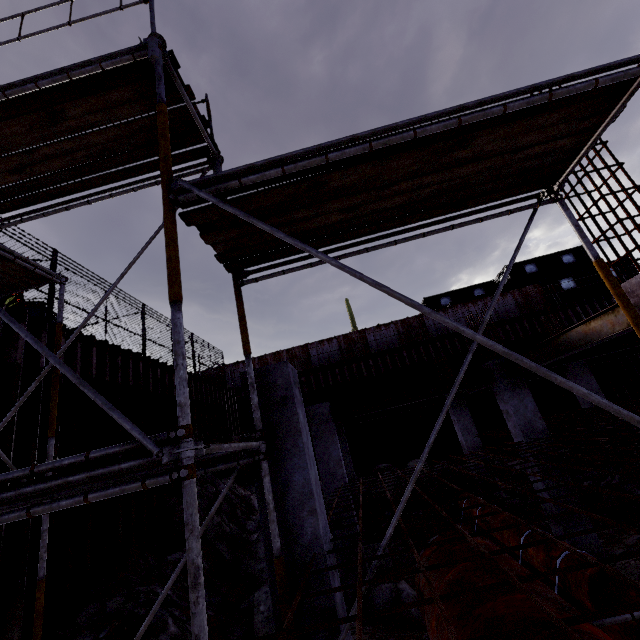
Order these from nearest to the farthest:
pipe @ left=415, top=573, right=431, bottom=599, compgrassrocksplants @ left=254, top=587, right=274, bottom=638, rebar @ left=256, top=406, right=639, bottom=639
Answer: rebar @ left=256, top=406, right=639, bottom=639 → pipe @ left=415, top=573, right=431, bottom=599 → compgrassrocksplants @ left=254, top=587, right=274, bottom=638

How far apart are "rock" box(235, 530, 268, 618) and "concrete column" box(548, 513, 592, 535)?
6.03m

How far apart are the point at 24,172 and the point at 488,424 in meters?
19.2

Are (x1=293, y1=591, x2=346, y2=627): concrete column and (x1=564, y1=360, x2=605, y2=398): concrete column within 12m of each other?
no

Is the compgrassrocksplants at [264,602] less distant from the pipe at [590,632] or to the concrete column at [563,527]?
the pipe at [590,632]

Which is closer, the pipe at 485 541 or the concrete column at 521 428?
the pipe at 485 541

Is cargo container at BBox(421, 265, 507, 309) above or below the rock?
above

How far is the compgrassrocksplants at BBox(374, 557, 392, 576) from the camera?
8.9m
